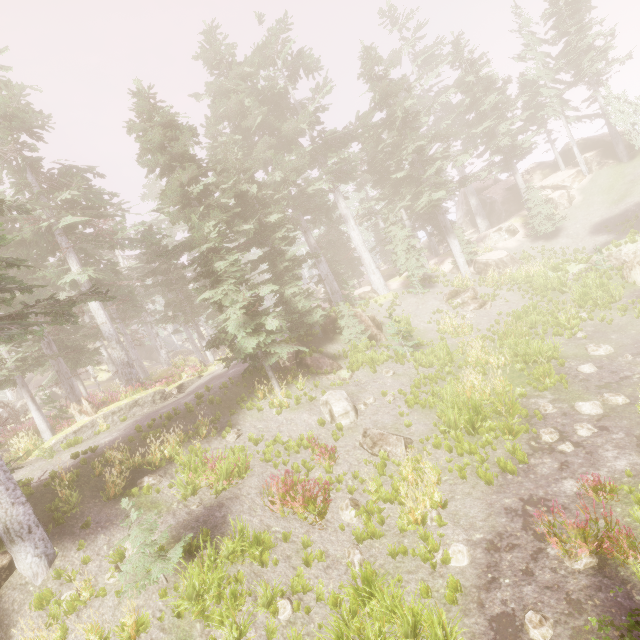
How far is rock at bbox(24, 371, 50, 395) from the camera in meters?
45.3 m

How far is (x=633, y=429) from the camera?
9.11m

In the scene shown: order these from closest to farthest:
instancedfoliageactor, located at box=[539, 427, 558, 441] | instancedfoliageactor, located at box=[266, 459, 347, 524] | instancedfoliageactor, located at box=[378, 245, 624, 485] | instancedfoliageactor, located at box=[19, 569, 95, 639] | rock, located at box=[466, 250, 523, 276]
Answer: instancedfoliageactor, located at box=[19, 569, 95, 639] → instancedfoliageactor, located at box=[266, 459, 347, 524] → instancedfoliageactor, located at box=[539, 427, 558, 441] → instancedfoliageactor, located at box=[378, 245, 624, 485] → rock, located at box=[466, 250, 523, 276]

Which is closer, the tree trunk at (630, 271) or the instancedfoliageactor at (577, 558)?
the instancedfoliageactor at (577, 558)

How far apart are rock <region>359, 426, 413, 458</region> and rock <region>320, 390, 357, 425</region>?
0.83m

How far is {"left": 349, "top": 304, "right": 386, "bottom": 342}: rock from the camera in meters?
20.8

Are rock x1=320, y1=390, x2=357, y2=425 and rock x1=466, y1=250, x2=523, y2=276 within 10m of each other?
no

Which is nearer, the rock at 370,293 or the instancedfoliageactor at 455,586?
the instancedfoliageactor at 455,586
